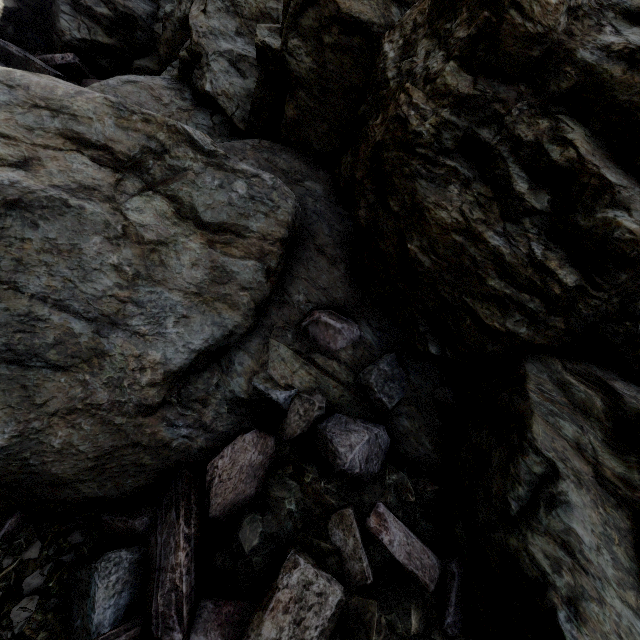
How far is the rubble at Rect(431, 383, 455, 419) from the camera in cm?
355

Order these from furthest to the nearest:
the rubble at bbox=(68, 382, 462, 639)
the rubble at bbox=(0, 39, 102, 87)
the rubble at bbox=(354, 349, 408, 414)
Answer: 1. the rubble at bbox=(0, 39, 102, 87)
2. the rubble at bbox=(354, 349, 408, 414)
3. the rubble at bbox=(68, 382, 462, 639)

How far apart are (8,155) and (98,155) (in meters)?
0.61

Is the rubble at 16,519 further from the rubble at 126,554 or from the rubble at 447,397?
the rubble at 447,397

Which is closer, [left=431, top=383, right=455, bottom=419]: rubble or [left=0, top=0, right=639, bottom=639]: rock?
[left=0, top=0, right=639, bottom=639]: rock

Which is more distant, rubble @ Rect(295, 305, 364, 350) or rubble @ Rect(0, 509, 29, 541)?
rubble @ Rect(295, 305, 364, 350)

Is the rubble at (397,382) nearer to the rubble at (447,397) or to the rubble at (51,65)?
the rubble at (447,397)

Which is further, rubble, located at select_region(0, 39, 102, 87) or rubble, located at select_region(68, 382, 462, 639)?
rubble, located at select_region(0, 39, 102, 87)
